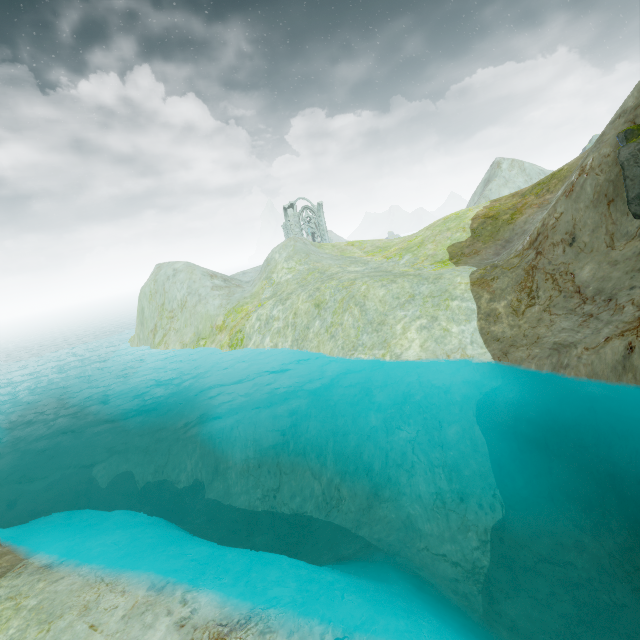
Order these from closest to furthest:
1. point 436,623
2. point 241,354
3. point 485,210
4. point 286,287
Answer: point 436,623 → point 241,354 → point 485,210 → point 286,287

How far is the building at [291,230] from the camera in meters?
57.4 m

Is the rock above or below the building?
below

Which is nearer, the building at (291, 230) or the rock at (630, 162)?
the rock at (630, 162)

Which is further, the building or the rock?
the building

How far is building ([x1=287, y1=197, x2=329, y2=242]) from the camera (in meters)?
57.44
